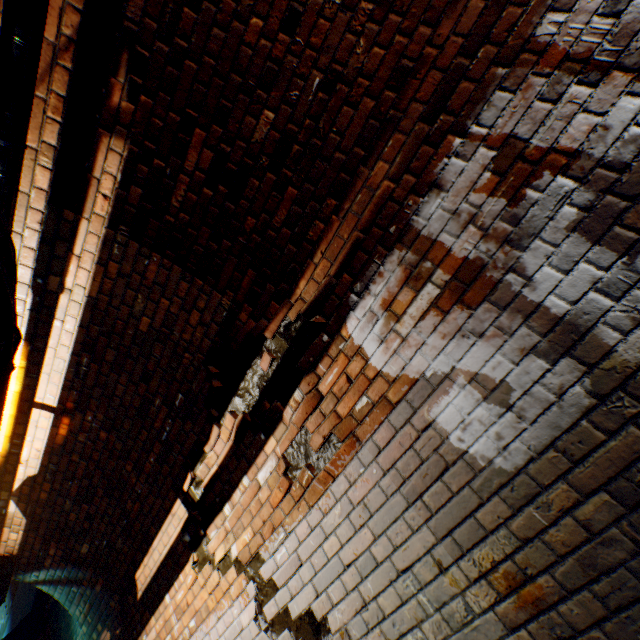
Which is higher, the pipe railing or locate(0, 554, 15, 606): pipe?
locate(0, 554, 15, 606): pipe

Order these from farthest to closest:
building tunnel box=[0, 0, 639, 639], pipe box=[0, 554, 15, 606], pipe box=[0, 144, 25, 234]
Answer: pipe box=[0, 554, 15, 606] → pipe box=[0, 144, 25, 234] → building tunnel box=[0, 0, 639, 639]

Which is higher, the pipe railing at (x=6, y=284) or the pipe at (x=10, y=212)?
the pipe at (x=10, y=212)

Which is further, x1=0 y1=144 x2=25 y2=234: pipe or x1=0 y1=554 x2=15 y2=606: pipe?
x1=0 y1=554 x2=15 y2=606: pipe

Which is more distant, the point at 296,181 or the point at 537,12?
the point at 296,181

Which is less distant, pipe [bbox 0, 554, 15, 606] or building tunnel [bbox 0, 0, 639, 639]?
building tunnel [bbox 0, 0, 639, 639]

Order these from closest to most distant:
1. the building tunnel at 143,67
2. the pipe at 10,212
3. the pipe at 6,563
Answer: the building tunnel at 143,67, the pipe at 10,212, the pipe at 6,563
